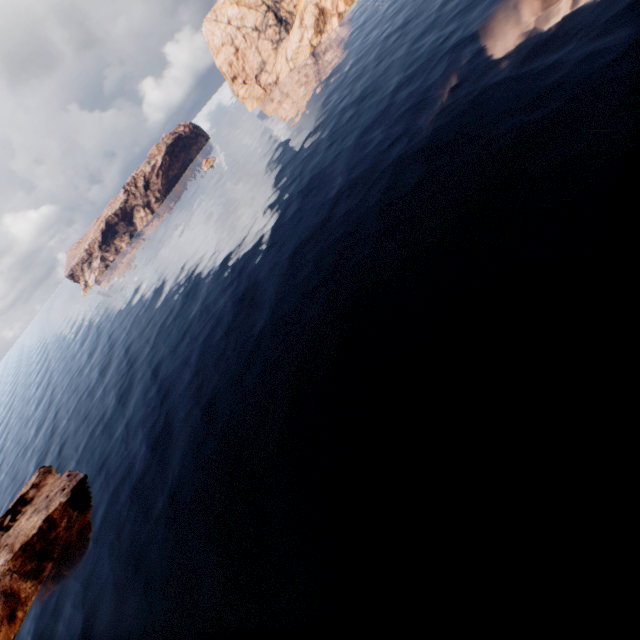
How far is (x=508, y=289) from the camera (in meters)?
19.23
